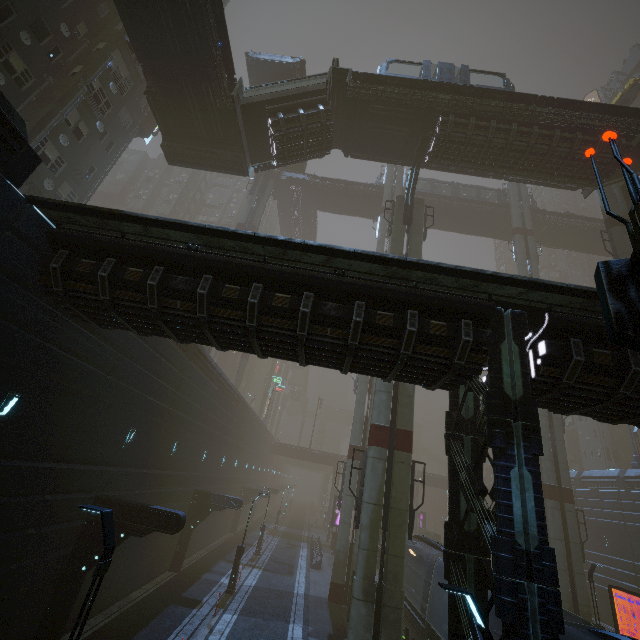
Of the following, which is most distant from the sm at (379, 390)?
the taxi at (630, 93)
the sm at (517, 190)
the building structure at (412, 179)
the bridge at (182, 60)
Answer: the taxi at (630, 93)

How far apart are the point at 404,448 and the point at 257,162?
21.3m

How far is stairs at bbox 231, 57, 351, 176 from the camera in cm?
1991

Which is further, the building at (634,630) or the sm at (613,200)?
the building at (634,630)

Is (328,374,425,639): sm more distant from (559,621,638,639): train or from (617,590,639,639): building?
(559,621,638,639): train

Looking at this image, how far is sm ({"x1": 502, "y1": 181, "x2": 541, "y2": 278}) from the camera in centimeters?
3472cm

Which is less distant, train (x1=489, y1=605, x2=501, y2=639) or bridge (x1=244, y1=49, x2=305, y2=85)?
train (x1=489, y1=605, x2=501, y2=639)

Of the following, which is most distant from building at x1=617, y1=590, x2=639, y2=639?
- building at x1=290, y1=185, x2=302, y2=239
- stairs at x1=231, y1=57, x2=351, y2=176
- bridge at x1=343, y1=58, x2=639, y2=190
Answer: building at x1=290, y1=185, x2=302, y2=239
